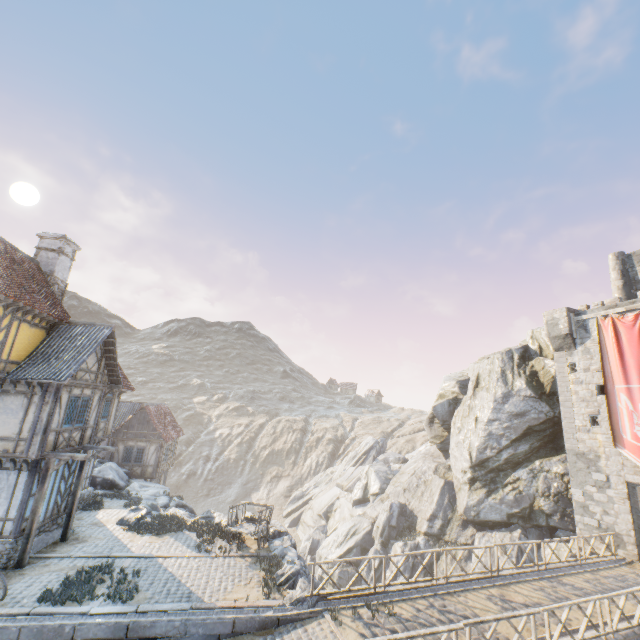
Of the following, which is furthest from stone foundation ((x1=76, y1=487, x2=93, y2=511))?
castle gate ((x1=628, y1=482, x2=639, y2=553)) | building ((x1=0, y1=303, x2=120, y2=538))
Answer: castle gate ((x1=628, y1=482, x2=639, y2=553))

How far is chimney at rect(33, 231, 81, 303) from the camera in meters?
17.0 m

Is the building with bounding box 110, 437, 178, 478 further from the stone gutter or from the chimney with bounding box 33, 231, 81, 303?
the stone gutter

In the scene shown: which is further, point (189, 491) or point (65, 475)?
point (189, 491)

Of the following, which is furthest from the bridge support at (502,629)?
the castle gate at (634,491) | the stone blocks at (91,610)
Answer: the castle gate at (634,491)

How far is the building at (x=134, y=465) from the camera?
27.02m

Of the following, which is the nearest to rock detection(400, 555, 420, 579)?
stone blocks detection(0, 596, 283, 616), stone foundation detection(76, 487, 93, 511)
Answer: stone blocks detection(0, 596, 283, 616)

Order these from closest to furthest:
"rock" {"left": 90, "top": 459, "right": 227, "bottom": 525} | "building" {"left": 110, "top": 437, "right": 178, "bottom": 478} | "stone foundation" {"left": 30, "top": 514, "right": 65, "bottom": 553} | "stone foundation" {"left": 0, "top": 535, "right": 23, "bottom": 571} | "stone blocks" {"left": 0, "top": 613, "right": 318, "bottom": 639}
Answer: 1. "stone blocks" {"left": 0, "top": 613, "right": 318, "bottom": 639}
2. "stone foundation" {"left": 0, "top": 535, "right": 23, "bottom": 571}
3. "stone foundation" {"left": 30, "top": 514, "right": 65, "bottom": 553}
4. "rock" {"left": 90, "top": 459, "right": 227, "bottom": 525}
5. "building" {"left": 110, "top": 437, "right": 178, "bottom": 478}
